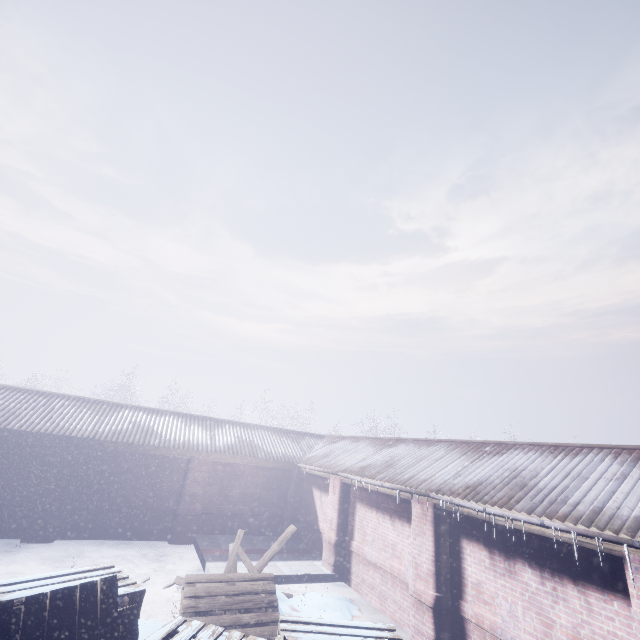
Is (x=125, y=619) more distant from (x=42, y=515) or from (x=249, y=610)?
(x=42, y=515)
